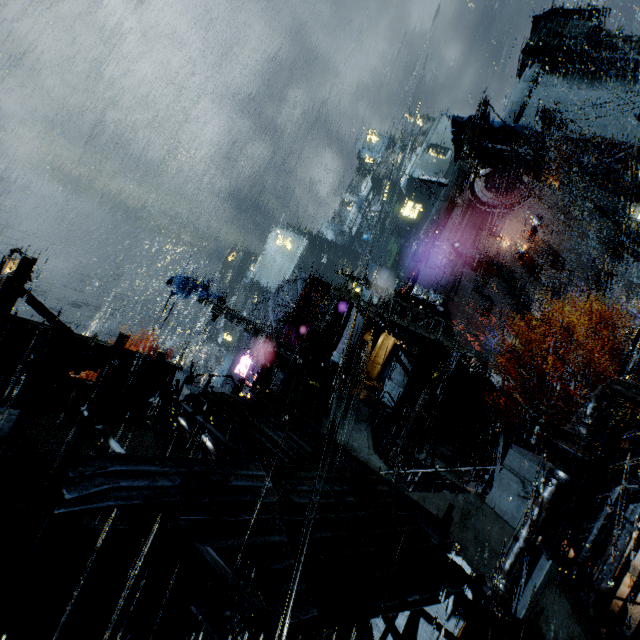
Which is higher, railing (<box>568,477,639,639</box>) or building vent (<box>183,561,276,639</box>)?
railing (<box>568,477,639,639</box>)

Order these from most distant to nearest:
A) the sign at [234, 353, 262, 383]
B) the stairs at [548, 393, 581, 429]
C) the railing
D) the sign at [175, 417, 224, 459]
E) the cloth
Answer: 1. the stairs at [548, 393, 581, 429]
2. the sign at [234, 353, 262, 383]
3. the cloth
4. the sign at [175, 417, 224, 459]
5. the railing

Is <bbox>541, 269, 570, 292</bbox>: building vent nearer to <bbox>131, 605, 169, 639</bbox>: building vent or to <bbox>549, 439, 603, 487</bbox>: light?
<bbox>549, 439, 603, 487</bbox>: light

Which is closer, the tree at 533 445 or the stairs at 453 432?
the tree at 533 445

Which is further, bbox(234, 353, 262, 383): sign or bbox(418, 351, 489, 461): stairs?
bbox(234, 353, 262, 383): sign

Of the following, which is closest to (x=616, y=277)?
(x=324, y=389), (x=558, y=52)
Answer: (x=558, y=52)

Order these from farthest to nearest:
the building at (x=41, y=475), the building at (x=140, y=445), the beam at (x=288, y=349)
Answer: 1. the beam at (x=288, y=349)
2. the building at (x=140, y=445)
3. the building at (x=41, y=475)

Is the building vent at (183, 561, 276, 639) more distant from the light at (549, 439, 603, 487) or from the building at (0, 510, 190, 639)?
the light at (549, 439, 603, 487)
